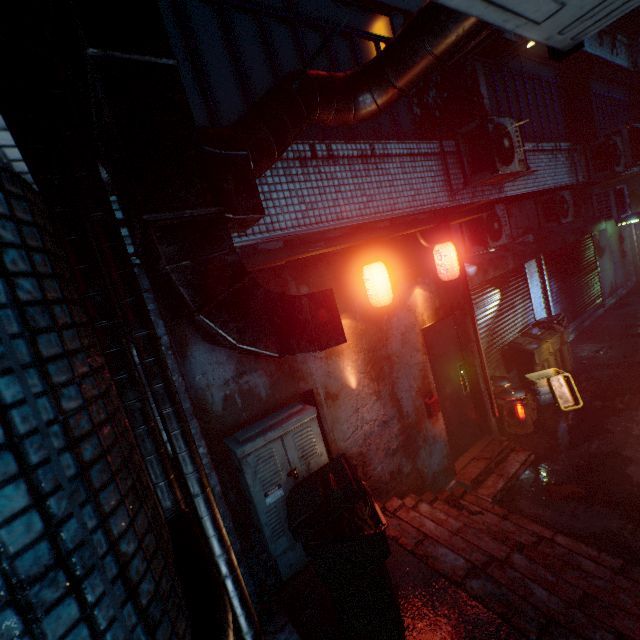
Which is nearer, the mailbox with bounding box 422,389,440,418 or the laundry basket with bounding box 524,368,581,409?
the mailbox with bounding box 422,389,440,418

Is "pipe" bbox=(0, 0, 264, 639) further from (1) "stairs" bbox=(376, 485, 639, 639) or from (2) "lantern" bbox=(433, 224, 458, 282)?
(2) "lantern" bbox=(433, 224, 458, 282)

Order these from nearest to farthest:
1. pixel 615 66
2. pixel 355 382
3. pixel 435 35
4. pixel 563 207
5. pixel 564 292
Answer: pixel 435 35 → pixel 355 382 → pixel 563 207 → pixel 564 292 → pixel 615 66

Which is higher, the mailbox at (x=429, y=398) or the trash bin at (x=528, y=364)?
the mailbox at (x=429, y=398)

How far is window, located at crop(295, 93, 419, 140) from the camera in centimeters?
343cm

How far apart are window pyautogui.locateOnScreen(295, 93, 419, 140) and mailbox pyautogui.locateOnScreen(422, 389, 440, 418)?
3.17m

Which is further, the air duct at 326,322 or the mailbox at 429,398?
the mailbox at 429,398

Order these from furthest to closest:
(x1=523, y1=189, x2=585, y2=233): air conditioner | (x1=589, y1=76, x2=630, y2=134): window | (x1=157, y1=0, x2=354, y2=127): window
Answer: (x1=589, y1=76, x2=630, y2=134): window < (x1=523, y1=189, x2=585, y2=233): air conditioner < (x1=157, y1=0, x2=354, y2=127): window
